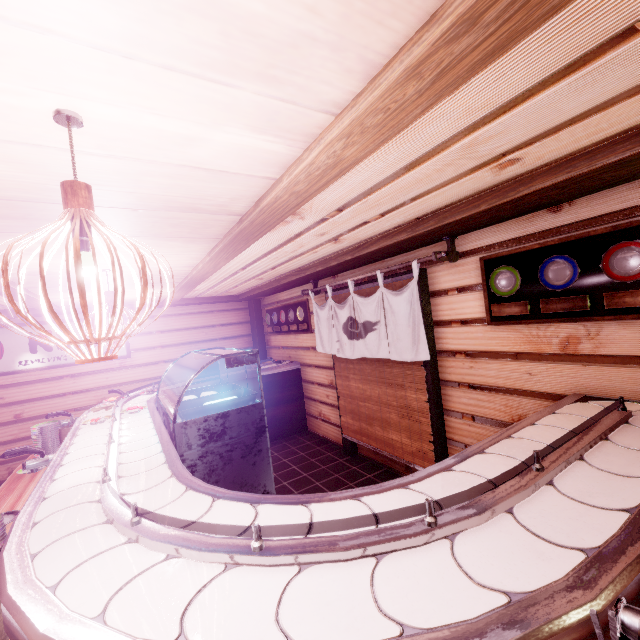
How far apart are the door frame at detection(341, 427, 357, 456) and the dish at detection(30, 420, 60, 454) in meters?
6.5 m

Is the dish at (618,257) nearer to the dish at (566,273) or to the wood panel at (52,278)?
the dish at (566,273)

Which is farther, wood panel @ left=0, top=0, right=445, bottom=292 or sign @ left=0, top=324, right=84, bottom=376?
sign @ left=0, top=324, right=84, bottom=376

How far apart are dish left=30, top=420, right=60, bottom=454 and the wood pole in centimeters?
782cm

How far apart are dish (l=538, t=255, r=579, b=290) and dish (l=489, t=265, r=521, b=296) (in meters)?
0.31

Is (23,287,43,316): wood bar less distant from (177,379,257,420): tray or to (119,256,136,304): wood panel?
(119,256,136,304): wood panel

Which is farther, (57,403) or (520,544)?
(57,403)

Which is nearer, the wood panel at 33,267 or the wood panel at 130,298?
the wood panel at 33,267
